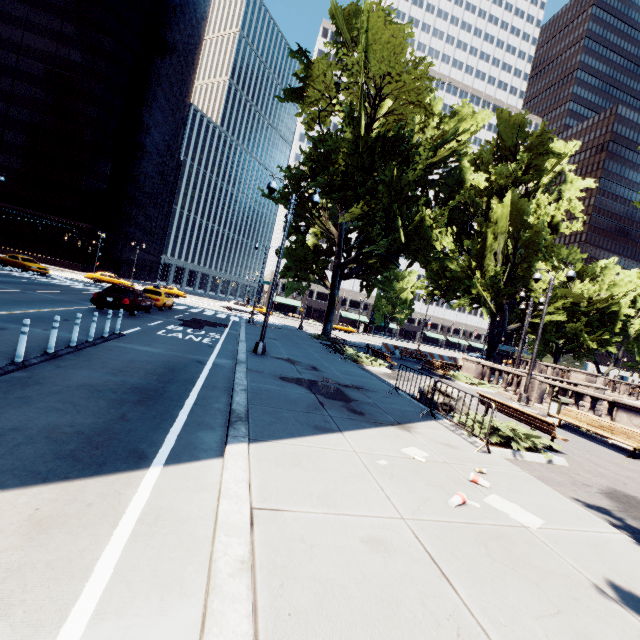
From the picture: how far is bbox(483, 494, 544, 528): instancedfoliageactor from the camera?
4.5m

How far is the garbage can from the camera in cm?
1478

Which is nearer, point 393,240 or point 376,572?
point 376,572

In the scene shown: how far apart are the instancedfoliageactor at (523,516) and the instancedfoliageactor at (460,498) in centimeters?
20cm

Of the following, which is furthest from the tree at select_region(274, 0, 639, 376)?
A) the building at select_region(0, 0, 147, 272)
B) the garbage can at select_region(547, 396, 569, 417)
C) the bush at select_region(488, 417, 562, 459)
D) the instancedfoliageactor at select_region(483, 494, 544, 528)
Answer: the building at select_region(0, 0, 147, 272)

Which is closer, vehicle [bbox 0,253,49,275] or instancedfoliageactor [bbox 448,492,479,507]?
instancedfoliageactor [bbox 448,492,479,507]

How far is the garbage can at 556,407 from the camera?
14.8 meters

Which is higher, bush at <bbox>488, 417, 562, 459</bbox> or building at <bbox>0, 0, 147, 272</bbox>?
building at <bbox>0, 0, 147, 272</bbox>
